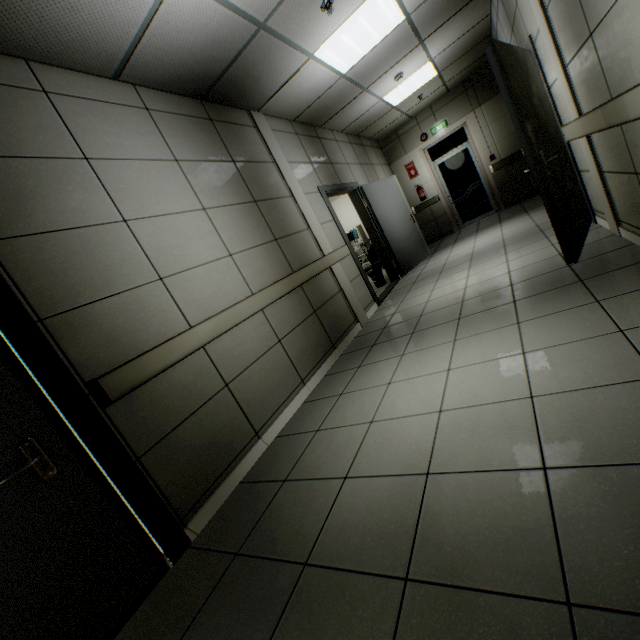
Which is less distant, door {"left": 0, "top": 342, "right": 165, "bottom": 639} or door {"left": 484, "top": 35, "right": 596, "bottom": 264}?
door {"left": 0, "top": 342, "right": 165, "bottom": 639}

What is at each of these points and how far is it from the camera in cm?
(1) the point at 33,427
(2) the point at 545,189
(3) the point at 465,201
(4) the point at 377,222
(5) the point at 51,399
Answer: (1) door, 163
(2) door, 287
(3) door, 900
(4) door, 661
(5) doorway, 172

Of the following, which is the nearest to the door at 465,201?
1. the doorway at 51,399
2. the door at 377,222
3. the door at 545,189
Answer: the door at 377,222

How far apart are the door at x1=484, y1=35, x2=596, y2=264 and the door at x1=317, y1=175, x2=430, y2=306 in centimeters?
264cm

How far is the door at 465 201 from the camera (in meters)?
8.61

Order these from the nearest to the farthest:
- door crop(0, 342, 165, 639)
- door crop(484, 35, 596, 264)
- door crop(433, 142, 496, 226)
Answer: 1. door crop(0, 342, 165, 639)
2. door crop(484, 35, 596, 264)
3. door crop(433, 142, 496, 226)

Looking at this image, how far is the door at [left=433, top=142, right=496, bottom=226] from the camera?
8.61m

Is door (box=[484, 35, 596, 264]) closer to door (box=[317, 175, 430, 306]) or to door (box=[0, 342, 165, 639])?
door (box=[317, 175, 430, 306])
